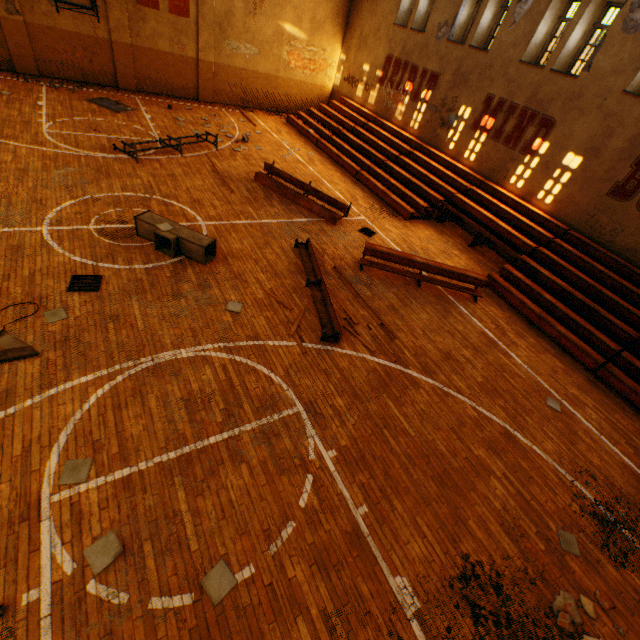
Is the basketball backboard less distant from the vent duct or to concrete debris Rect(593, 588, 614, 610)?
the vent duct

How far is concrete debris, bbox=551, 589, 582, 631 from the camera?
4.5 meters

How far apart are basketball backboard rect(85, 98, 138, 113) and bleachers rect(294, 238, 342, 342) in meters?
11.5

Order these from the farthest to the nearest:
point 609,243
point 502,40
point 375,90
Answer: point 375,90 < point 502,40 < point 609,243

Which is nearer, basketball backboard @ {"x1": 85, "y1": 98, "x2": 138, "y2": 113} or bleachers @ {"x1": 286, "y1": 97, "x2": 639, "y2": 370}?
bleachers @ {"x1": 286, "y1": 97, "x2": 639, "y2": 370}

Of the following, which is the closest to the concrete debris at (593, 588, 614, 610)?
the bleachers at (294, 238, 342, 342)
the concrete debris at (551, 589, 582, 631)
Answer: the concrete debris at (551, 589, 582, 631)

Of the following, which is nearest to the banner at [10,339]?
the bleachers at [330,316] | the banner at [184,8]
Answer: the bleachers at [330,316]

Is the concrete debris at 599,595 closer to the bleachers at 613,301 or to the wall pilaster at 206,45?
the bleachers at 613,301
